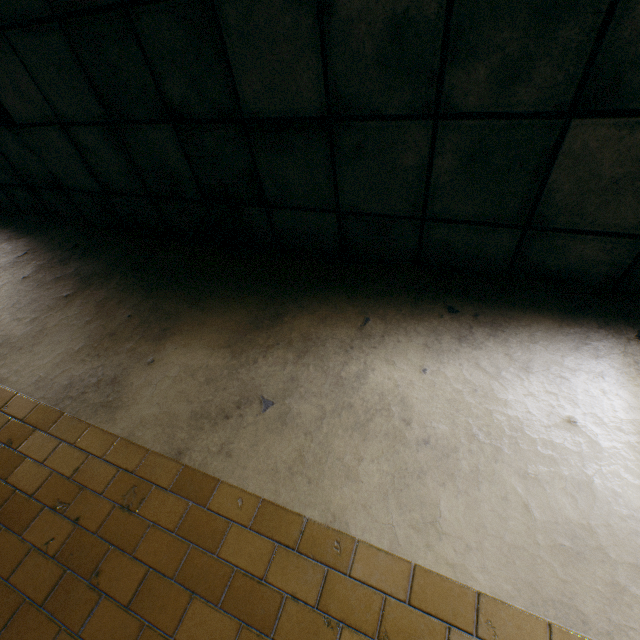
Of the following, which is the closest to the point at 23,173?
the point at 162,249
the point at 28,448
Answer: the point at 162,249
